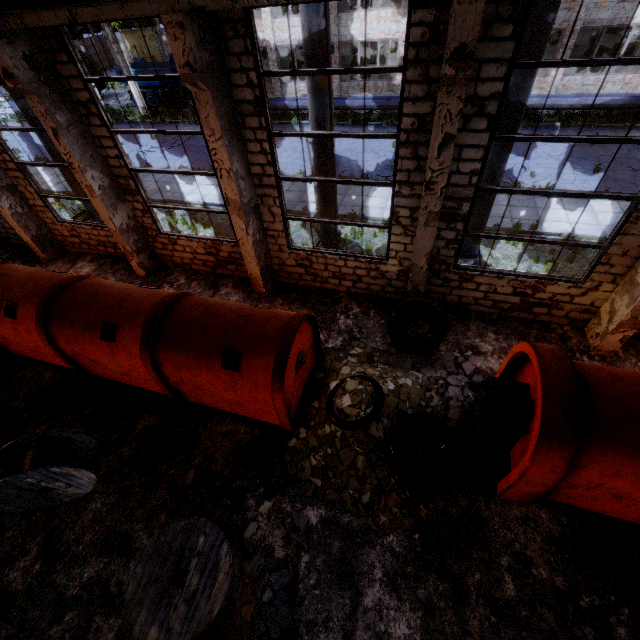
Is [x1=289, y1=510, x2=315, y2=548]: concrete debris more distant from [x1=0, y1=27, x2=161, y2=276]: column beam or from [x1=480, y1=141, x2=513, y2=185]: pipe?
[x1=0, y1=27, x2=161, y2=276]: column beam

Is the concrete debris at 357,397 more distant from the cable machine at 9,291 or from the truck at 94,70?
the truck at 94,70

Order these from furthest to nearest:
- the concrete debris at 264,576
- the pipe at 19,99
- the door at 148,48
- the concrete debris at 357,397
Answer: the door at 148,48 < the pipe at 19,99 < the concrete debris at 357,397 < the concrete debris at 264,576

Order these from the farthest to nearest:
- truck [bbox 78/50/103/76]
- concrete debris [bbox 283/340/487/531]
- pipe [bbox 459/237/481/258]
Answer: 1. truck [bbox 78/50/103/76]
2. pipe [bbox 459/237/481/258]
3. concrete debris [bbox 283/340/487/531]

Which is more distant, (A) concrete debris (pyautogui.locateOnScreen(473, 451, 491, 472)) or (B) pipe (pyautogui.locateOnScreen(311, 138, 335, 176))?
(B) pipe (pyautogui.locateOnScreen(311, 138, 335, 176))

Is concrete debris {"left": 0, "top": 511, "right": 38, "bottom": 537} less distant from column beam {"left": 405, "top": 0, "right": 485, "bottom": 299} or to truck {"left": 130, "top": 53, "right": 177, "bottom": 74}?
column beam {"left": 405, "top": 0, "right": 485, "bottom": 299}

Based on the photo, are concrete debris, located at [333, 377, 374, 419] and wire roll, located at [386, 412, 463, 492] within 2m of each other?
yes

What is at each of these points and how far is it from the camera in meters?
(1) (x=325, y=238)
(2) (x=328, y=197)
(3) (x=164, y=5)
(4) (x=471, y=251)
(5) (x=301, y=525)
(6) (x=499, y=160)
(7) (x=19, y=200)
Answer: (1) pipe, 9.8
(2) pipe, 8.8
(3) beam, 5.1
(4) pipe, 8.7
(5) concrete debris, 5.8
(6) pipe, 7.0
(7) column beam, 11.0
